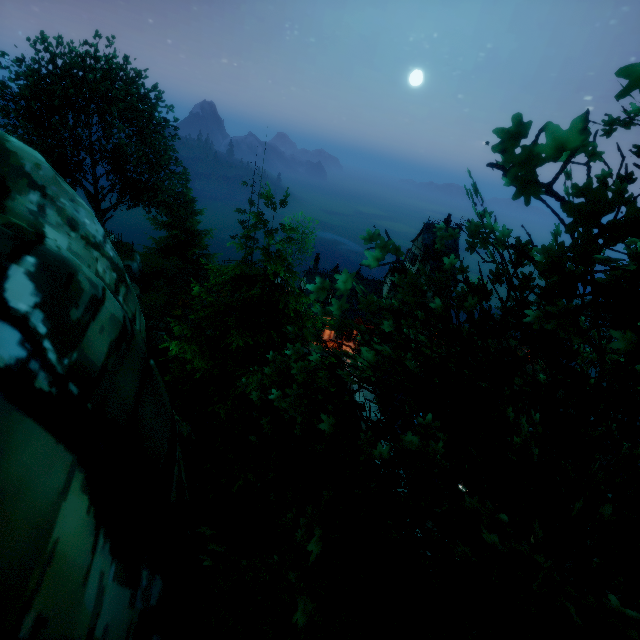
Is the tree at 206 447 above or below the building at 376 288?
above

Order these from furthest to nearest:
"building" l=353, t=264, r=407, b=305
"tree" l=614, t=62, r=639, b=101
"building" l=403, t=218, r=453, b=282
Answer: "building" l=353, t=264, r=407, b=305 → "building" l=403, t=218, r=453, b=282 → "tree" l=614, t=62, r=639, b=101

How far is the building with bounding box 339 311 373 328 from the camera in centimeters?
3205cm

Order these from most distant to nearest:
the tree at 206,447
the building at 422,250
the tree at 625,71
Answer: the building at 422,250
the tree at 206,447
the tree at 625,71

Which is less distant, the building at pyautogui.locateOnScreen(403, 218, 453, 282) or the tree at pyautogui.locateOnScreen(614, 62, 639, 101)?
the tree at pyautogui.locateOnScreen(614, 62, 639, 101)

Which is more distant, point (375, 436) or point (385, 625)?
point (375, 436)
